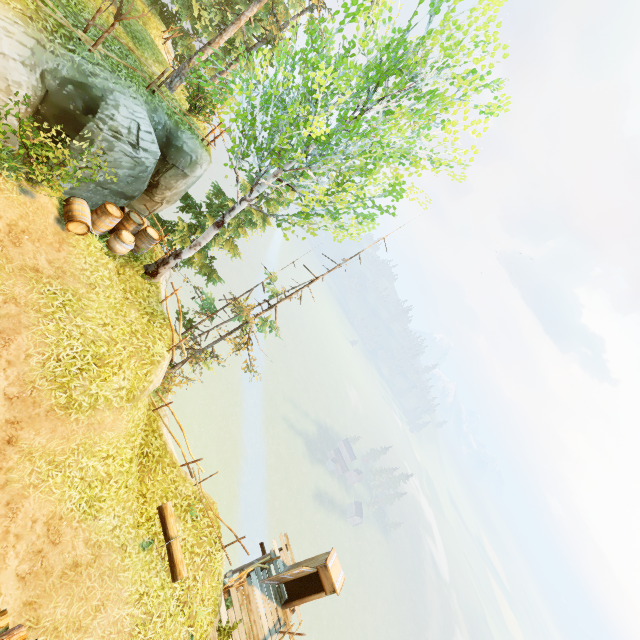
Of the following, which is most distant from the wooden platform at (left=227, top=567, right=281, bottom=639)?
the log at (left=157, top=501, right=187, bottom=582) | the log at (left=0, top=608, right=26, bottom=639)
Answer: the log at (left=0, top=608, right=26, bottom=639)

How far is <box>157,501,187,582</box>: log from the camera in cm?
932

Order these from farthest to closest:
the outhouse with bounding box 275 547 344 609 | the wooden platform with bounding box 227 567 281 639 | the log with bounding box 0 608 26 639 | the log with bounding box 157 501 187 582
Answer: the outhouse with bounding box 275 547 344 609
the wooden platform with bounding box 227 567 281 639
the log with bounding box 157 501 187 582
the log with bounding box 0 608 26 639

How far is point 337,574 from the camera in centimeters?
1319cm

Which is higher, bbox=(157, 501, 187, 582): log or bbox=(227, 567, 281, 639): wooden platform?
bbox=(157, 501, 187, 582): log

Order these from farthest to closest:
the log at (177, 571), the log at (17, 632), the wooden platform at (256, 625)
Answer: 1. the wooden platform at (256, 625)
2. the log at (177, 571)
3. the log at (17, 632)

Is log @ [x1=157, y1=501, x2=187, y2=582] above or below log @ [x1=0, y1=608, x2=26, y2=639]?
below

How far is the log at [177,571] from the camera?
9.3 meters
